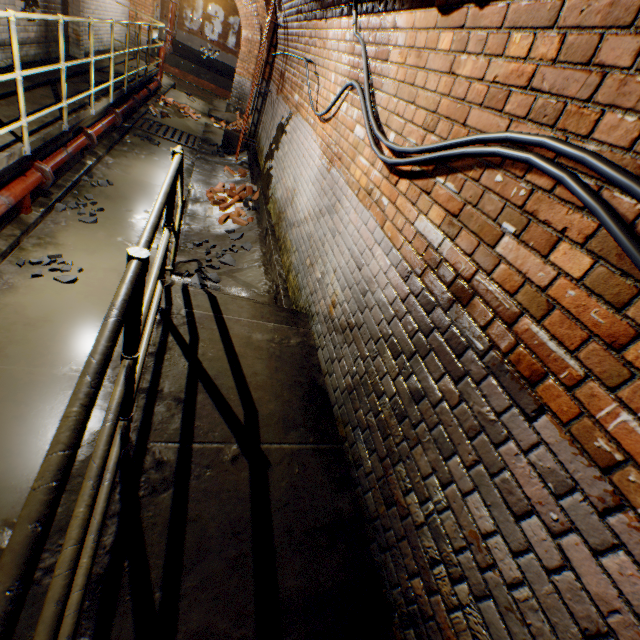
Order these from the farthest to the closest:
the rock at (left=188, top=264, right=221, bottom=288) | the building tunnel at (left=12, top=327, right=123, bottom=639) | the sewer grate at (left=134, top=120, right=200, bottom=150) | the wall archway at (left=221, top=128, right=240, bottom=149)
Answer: the wall archway at (left=221, top=128, right=240, bottom=149) < the sewer grate at (left=134, top=120, right=200, bottom=150) < the rock at (left=188, top=264, right=221, bottom=288) < the building tunnel at (left=12, top=327, right=123, bottom=639)

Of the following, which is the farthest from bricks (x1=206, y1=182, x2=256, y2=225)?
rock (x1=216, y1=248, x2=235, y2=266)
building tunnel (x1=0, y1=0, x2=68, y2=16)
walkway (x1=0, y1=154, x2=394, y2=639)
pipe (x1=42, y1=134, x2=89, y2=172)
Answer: walkway (x1=0, y1=154, x2=394, y2=639)

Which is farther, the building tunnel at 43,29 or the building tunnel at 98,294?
the building tunnel at 43,29

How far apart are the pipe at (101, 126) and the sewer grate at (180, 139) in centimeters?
150cm

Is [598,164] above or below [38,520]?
above

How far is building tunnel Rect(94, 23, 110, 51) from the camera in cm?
895

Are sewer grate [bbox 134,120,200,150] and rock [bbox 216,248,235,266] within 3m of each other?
no

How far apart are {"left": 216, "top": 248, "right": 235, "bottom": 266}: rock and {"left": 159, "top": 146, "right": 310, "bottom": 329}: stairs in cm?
1
